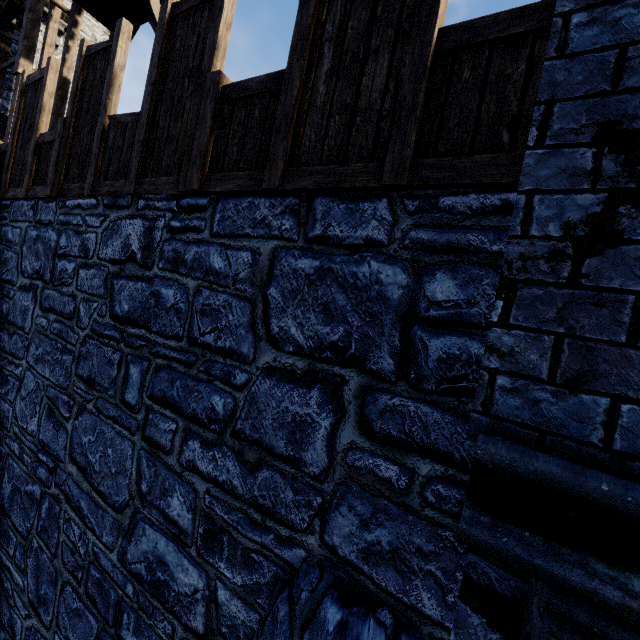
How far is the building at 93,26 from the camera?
14.7 meters

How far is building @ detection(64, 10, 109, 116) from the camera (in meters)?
→ 14.69

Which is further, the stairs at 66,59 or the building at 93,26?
the building at 93,26

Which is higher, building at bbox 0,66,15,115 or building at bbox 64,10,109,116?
building at bbox 64,10,109,116

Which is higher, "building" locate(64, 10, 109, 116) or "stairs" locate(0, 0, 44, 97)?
"building" locate(64, 10, 109, 116)

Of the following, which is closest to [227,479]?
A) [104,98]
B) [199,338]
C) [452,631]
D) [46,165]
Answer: [199,338]

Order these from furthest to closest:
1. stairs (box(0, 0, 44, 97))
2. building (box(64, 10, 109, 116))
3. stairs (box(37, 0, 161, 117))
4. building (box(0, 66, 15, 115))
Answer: building (box(64, 10, 109, 116)) < building (box(0, 66, 15, 115)) < stairs (box(37, 0, 161, 117)) < stairs (box(0, 0, 44, 97))

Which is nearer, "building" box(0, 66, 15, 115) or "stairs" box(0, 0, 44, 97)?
"stairs" box(0, 0, 44, 97)
